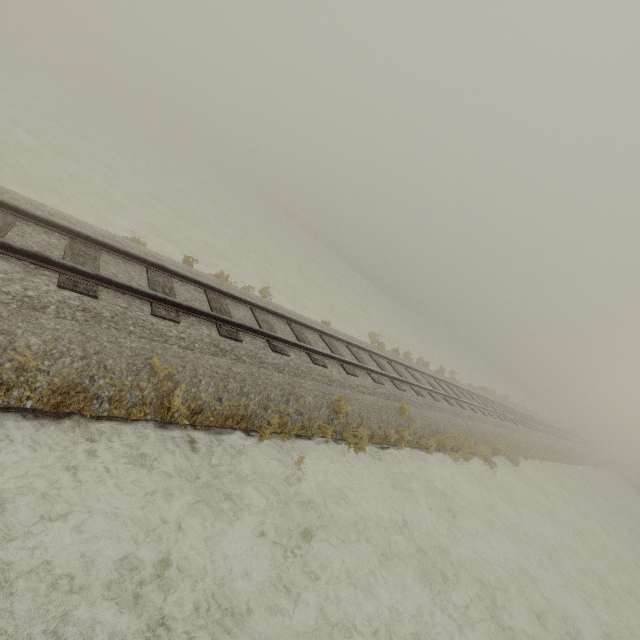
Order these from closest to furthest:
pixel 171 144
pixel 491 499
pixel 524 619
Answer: pixel 524 619, pixel 491 499, pixel 171 144
